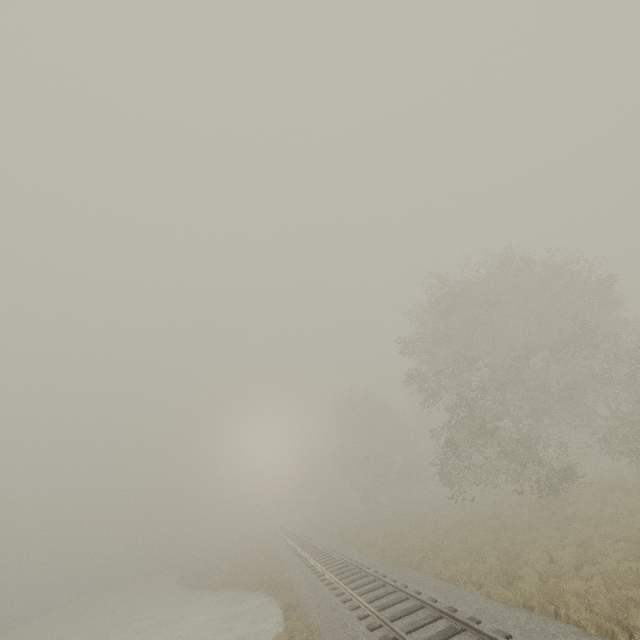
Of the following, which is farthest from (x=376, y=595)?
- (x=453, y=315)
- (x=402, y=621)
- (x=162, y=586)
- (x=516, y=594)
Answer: (x=162, y=586)
